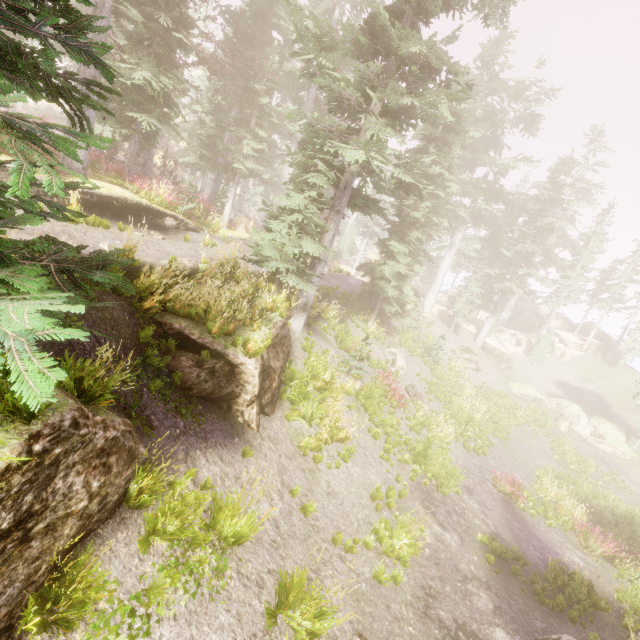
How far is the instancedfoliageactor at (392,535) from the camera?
8.11m

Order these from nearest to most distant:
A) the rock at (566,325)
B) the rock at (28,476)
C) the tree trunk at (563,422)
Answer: the rock at (28,476) < the tree trunk at (563,422) < the rock at (566,325)

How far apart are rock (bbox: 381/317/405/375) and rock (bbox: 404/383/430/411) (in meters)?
0.83

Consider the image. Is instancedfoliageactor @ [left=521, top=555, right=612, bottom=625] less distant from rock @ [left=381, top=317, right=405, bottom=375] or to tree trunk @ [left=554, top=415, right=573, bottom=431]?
rock @ [left=381, top=317, right=405, bottom=375]

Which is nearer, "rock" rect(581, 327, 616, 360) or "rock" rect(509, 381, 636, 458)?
"rock" rect(509, 381, 636, 458)

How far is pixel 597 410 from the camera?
32.9m

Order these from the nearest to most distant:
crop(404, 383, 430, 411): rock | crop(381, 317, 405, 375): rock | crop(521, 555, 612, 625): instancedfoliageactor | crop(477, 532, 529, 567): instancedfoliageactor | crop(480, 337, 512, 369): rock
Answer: crop(521, 555, 612, 625): instancedfoliageactor → crop(477, 532, 529, 567): instancedfoliageactor → crop(404, 383, 430, 411): rock → crop(381, 317, 405, 375): rock → crop(480, 337, 512, 369): rock

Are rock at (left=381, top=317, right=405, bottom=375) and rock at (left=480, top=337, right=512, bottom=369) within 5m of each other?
no
